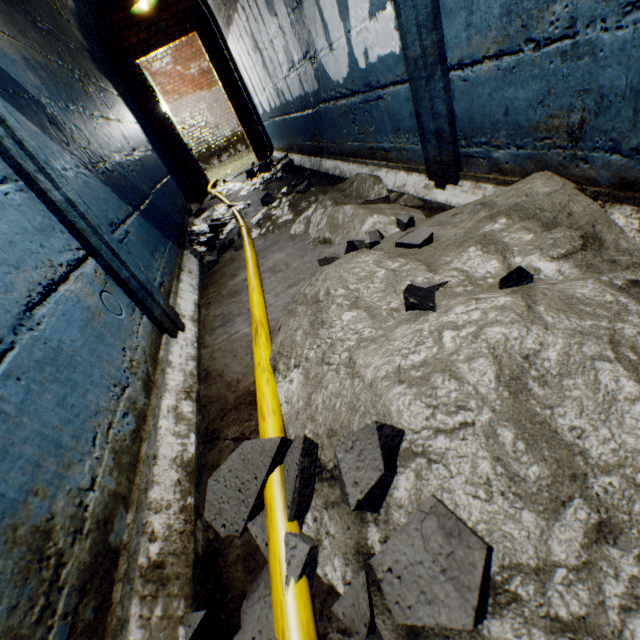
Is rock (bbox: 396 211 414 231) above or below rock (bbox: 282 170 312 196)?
below

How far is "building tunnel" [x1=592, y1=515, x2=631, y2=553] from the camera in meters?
0.6

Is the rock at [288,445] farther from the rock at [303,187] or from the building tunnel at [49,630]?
the rock at [303,187]

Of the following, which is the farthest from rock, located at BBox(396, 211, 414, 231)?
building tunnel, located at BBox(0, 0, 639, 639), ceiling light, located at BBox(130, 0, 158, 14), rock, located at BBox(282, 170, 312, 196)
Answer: ceiling light, located at BBox(130, 0, 158, 14)

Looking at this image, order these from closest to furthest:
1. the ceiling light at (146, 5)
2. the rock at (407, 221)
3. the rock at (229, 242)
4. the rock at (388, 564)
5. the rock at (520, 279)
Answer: the rock at (388, 564), the rock at (520, 279), the rock at (407, 221), the rock at (229, 242), the ceiling light at (146, 5)

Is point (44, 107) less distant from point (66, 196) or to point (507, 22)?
point (66, 196)

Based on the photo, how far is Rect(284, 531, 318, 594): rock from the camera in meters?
0.7

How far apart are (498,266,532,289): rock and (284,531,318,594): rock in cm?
61
